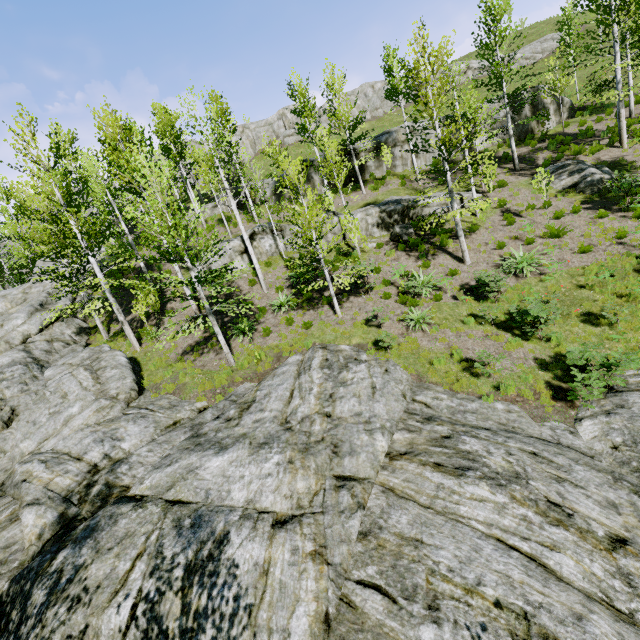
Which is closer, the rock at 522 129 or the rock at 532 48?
the rock at 522 129

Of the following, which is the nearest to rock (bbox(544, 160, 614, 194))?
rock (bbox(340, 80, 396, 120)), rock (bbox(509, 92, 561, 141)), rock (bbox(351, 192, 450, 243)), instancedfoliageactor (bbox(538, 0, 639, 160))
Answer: rock (bbox(351, 192, 450, 243))

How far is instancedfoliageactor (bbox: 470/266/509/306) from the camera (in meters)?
12.84

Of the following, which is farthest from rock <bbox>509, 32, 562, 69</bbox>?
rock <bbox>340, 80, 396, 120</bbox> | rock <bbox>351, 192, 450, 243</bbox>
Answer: rock <bbox>351, 192, 450, 243</bbox>

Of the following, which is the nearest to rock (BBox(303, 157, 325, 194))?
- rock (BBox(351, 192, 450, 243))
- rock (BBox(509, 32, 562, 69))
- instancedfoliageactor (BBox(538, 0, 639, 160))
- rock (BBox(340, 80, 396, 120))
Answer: rock (BBox(351, 192, 450, 243))

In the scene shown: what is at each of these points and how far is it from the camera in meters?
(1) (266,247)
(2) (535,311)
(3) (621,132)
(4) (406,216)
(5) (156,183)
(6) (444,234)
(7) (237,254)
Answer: (1) rock, 20.8
(2) instancedfoliageactor, 10.7
(3) instancedfoliageactor, 18.6
(4) rock, 19.8
(5) instancedfoliageactor, 15.0
(6) instancedfoliageactor, 18.2
(7) rock, 20.4

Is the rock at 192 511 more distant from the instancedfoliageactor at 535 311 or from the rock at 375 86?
the rock at 375 86

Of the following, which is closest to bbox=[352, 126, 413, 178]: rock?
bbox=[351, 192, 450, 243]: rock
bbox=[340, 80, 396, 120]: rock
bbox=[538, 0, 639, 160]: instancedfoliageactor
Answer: bbox=[351, 192, 450, 243]: rock
